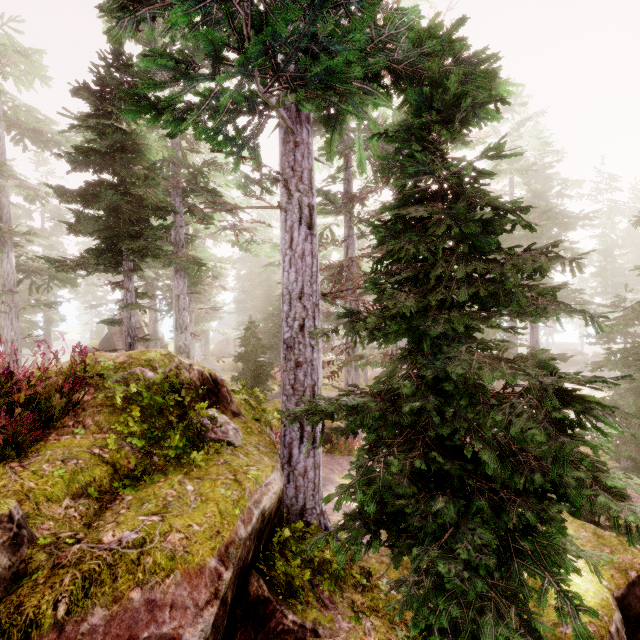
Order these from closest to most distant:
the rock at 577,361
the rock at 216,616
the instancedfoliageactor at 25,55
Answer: the rock at 216,616
the instancedfoliageactor at 25,55
the rock at 577,361

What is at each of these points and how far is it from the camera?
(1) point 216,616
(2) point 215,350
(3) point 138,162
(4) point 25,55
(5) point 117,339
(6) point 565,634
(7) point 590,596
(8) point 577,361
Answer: (1) rock, 2.5m
(2) rock, 53.2m
(3) instancedfoliageactor, 8.9m
(4) instancedfoliageactor, 16.3m
(5) rock, 32.7m
(6) rock, 4.8m
(7) rock, 5.4m
(8) rock, 44.2m

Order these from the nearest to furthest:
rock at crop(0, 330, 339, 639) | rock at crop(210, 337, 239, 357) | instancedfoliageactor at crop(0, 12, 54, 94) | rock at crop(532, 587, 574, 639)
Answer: rock at crop(0, 330, 339, 639), rock at crop(532, 587, 574, 639), instancedfoliageactor at crop(0, 12, 54, 94), rock at crop(210, 337, 239, 357)

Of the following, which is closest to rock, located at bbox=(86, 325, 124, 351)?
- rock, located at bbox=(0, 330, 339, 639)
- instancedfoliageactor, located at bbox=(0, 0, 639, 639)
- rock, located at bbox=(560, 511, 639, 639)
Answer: instancedfoliageactor, located at bbox=(0, 0, 639, 639)

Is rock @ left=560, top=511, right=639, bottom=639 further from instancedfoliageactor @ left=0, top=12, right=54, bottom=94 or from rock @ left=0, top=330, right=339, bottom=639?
rock @ left=0, top=330, right=339, bottom=639

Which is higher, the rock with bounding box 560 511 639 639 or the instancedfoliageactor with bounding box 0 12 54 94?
the instancedfoliageactor with bounding box 0 12 54 94

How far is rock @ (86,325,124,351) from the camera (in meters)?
32.59

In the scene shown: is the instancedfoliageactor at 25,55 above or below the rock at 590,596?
above
